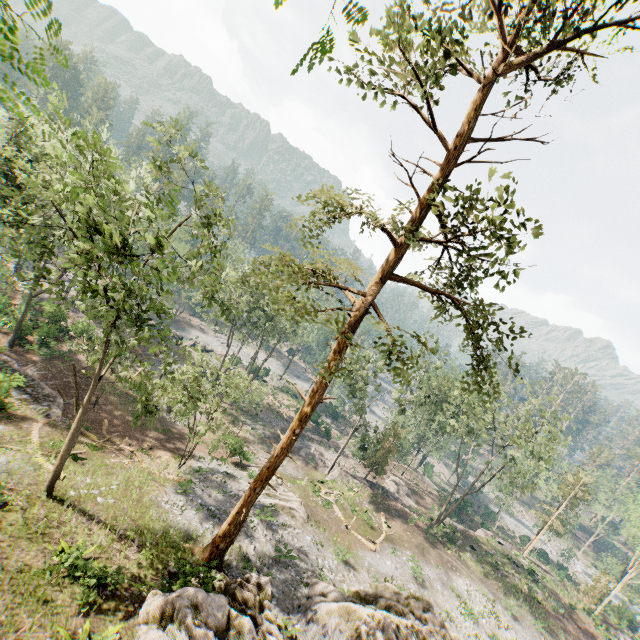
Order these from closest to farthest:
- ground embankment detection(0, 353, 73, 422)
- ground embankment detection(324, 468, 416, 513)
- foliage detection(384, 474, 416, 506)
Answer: ground embankment detection(0, 353, 73, 422) < ground embankment detection(324, 468, 416, 513) < foliage detection(384, 474, 416, 506)

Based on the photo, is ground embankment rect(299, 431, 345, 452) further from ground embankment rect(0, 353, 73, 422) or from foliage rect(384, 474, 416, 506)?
ground embankment rect(0, 353, 73, 422)

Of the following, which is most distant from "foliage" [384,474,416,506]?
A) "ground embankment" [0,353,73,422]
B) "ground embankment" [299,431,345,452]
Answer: "ground embankment" [0,353,73,422]

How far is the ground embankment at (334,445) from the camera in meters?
45.7

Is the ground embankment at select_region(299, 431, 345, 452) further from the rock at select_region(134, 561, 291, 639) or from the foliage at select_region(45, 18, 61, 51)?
the rock at select_region(134, 561, 291, 639)

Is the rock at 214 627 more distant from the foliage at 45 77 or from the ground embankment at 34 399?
the ground embankment at 34 399

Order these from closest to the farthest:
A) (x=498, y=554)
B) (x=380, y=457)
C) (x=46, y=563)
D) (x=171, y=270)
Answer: (x=46, y=563)
(x=498, y=554)
(x=380, y=457)
(x=171, y=270)
